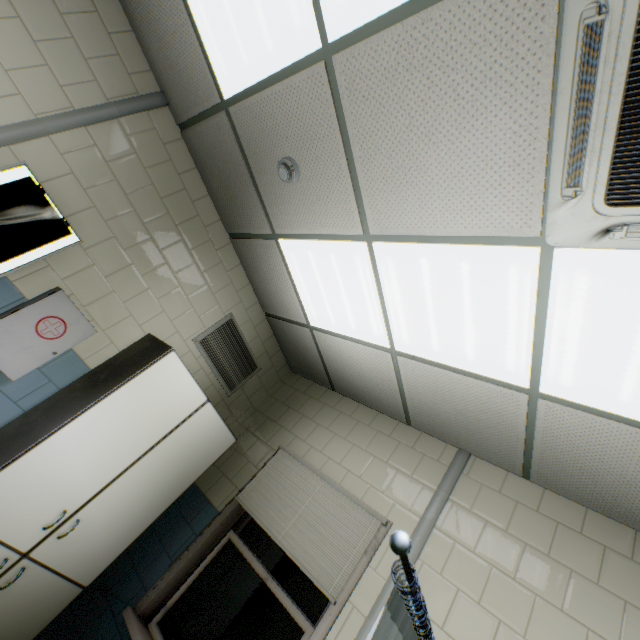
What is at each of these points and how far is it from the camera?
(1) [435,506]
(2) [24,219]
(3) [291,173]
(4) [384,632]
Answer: (1) cable duct, 2.5m
(2) negatoscope, 2.2m
(3) fire alarm, 2.2m
(4) medical screen, 0.8m

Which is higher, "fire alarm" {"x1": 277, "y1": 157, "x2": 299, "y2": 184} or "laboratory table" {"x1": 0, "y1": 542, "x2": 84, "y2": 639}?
"fire alarm" {"x1": 277, "y1": 157, "x2": 299, "y2": 184}

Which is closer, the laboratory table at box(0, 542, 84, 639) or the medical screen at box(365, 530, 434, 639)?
the medical screen at box(365, 530, 434, 639)

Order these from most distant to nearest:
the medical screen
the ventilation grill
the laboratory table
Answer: the ventilation grill < the laboratory table < the medical screen

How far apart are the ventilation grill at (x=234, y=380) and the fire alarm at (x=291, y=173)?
1.72m

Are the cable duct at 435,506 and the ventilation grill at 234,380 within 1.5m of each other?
no

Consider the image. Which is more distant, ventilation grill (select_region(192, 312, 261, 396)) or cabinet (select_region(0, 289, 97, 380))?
ventilation grill (select_region(192, 312, 261, 396))

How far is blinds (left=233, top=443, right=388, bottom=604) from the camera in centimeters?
237cm
